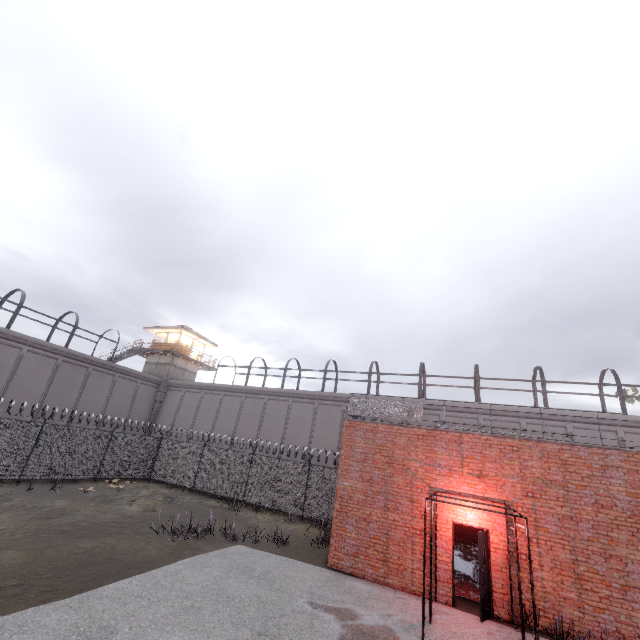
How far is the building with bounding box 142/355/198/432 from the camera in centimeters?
3318cm

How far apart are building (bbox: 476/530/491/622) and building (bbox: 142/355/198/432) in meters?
31.7 m

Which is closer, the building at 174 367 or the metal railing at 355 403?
the metal railing at 355 403

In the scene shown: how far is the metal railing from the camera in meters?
10.6

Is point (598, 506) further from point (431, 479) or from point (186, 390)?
point (186, 390)

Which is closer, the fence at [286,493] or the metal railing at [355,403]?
the metal railing at [355,403]

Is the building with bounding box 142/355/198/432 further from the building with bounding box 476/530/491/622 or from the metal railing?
the building with bounding box 476/530/491/622

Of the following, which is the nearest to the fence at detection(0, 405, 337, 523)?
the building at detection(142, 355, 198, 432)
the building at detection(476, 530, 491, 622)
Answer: the building at detection(476, 530, 491, 622)
